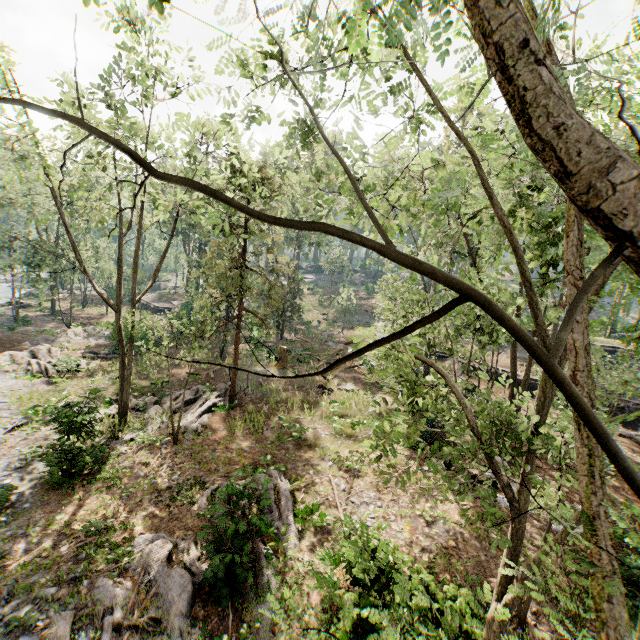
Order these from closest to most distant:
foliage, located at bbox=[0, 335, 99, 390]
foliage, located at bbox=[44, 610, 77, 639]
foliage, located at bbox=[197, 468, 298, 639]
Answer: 1. foliage, located at bbox=[44, 610, 77, 639]
2. foliage, located at bbox=[197, 468, 298, 639]
3. foliage, located at bbox=[0, 335, 99, 390]

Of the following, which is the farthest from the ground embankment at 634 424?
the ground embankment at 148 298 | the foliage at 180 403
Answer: the ground embankment at 148 298

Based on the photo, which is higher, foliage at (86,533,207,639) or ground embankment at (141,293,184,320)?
ground embankment at (141,293,184,320)

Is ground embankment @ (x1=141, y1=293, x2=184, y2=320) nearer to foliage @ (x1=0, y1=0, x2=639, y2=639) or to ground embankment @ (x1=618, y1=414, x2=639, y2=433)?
foliage @ (x1=0, y1=0, x2=639, y2=639)

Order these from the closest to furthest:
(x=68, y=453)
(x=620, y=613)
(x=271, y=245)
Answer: (x=620, y=613) < (x=68, y=453) < (x=271, y=245)

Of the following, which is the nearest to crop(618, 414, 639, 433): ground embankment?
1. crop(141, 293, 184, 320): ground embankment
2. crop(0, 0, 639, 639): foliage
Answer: crop(0, 0, 639, 639): foliage

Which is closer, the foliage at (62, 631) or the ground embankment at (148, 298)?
the foliage at (62, 631)
